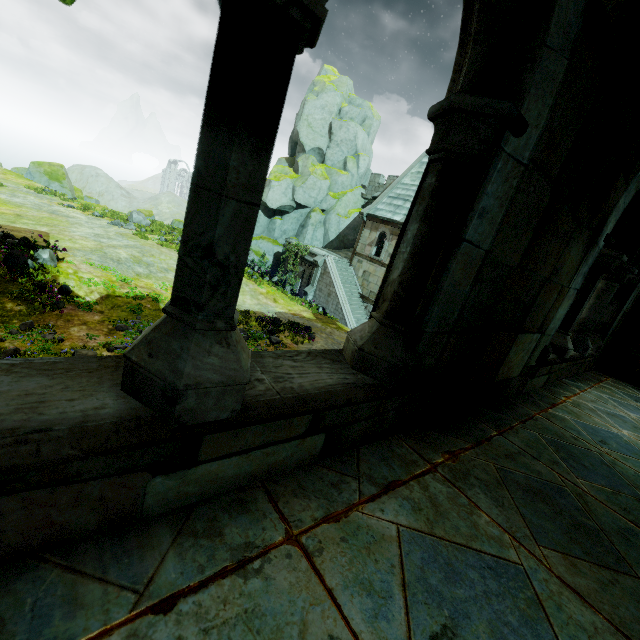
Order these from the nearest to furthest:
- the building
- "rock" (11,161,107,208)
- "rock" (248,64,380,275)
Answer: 1. the building
2. "rock" (248,64,380,275)
3. "rock" (11,161,107,208)

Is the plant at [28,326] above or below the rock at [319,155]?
below

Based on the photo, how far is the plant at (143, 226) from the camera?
22.8m

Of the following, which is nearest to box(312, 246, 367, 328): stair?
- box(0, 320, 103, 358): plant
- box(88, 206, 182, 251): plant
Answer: box(88, 206, 182, 251): plant

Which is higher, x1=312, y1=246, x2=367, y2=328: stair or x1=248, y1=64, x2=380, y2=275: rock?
x1=248, y1=64, x2=380, y2=275: rock

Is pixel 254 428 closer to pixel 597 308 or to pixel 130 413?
pixel 130 413

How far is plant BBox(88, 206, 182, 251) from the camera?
22.8m

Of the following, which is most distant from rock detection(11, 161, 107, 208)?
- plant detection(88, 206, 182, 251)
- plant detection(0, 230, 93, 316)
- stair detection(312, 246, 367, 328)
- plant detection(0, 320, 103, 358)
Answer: plant detection(0, 320, 103, 358)
